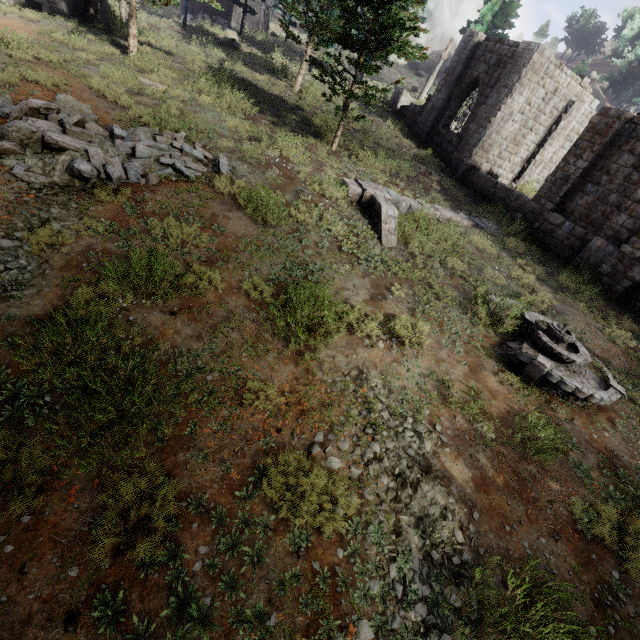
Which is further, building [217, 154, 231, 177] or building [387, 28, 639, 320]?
building [387, 28, 639, 320]

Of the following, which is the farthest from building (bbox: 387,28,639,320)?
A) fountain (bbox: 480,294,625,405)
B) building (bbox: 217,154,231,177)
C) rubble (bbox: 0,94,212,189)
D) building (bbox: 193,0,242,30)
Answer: building (bbox: 193,0,242,30)

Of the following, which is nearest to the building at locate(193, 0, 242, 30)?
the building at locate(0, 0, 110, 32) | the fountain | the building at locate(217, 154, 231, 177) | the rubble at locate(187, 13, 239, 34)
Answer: the rubble at locate(187, 13, 239, 34)

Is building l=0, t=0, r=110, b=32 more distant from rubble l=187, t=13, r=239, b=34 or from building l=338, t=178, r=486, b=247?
rubble l=187, t=13, r=239, b=34

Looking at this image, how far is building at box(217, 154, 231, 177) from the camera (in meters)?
10.39

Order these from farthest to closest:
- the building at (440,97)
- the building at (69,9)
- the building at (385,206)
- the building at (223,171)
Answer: the building at (69,9), the building at (440,97), the building at (385,206), the building at (223,171)

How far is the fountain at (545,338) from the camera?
8.0 meters

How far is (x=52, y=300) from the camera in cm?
588
